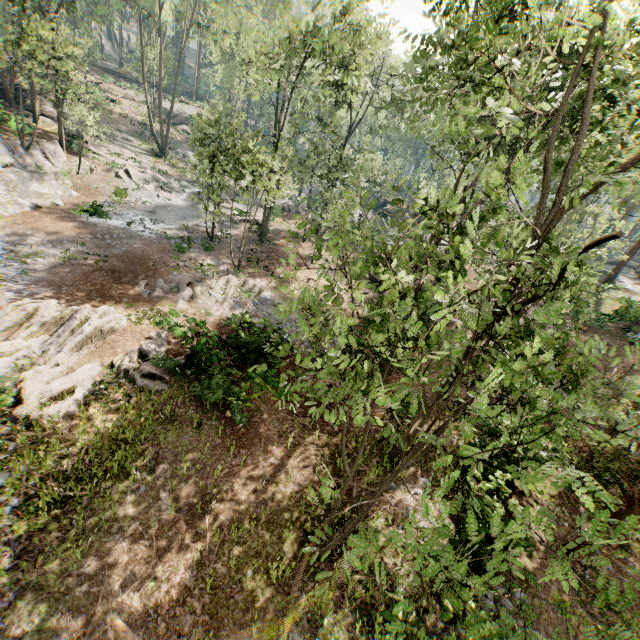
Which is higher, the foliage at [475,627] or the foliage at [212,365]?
the foliage at [475,627]

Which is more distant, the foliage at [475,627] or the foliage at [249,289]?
the foliage at [249,289]

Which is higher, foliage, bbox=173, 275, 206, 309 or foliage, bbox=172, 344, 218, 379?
foliage, bbox=172, 344, 218, 379

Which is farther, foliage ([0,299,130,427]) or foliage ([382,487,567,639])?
foliage ([0,299,130,427])

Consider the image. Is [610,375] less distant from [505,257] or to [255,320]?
[505,257]
